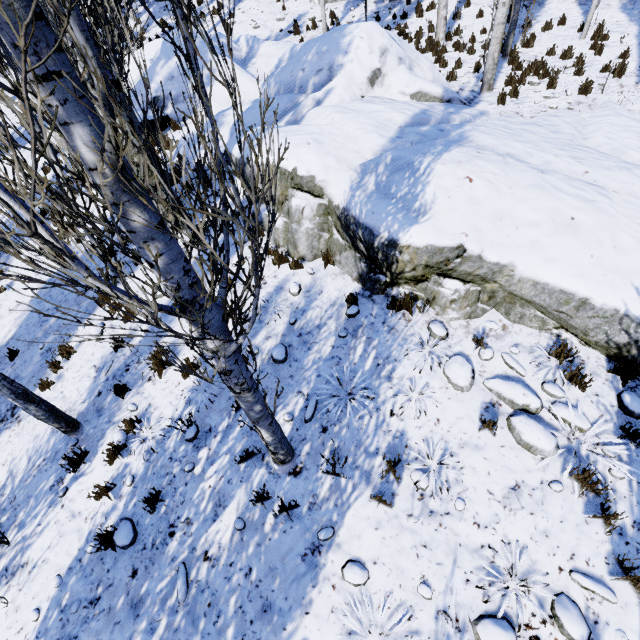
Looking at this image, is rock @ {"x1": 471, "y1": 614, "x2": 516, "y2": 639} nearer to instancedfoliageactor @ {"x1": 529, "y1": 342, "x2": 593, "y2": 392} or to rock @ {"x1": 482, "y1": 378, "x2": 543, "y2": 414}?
rock @ {"x1": 482, "y1": 378, "x2": 543, "y2": 414}

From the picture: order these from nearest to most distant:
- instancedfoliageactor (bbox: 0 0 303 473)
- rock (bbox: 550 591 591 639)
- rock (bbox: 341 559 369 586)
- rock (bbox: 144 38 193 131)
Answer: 1. instancedfoliageactor (bbox: 0 0 303 473)
2. rock (bbox: 550 591 591 639)
3. rock (bbox: 341 559 369 586)
4. rock (bbox: 144 38 193 131)

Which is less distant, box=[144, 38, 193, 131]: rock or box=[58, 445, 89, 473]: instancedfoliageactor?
box=[58, 445, 89, 473]: instancedfoliageactor

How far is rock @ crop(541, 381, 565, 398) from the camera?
4.31m

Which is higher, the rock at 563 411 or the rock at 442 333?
the rock at 442 333

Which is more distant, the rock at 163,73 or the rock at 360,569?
the rock at 163,73

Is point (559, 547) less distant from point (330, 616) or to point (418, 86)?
point (330, 616)

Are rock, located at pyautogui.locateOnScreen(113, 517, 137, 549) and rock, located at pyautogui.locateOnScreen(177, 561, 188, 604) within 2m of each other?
yes
